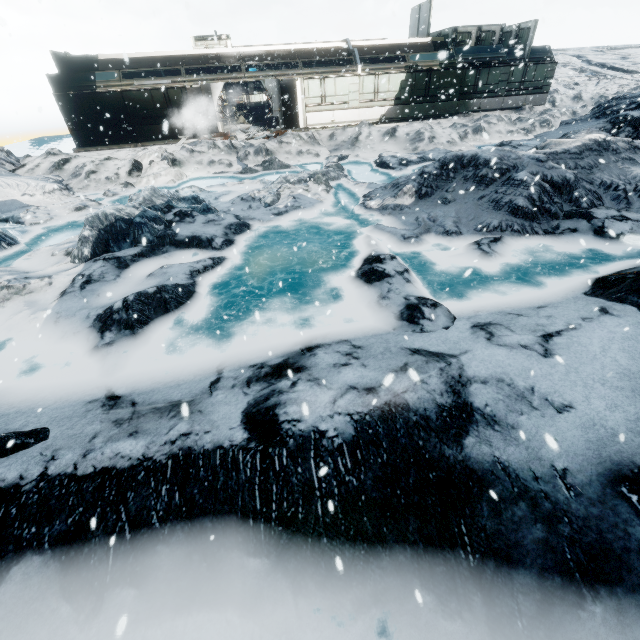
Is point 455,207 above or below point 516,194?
below
